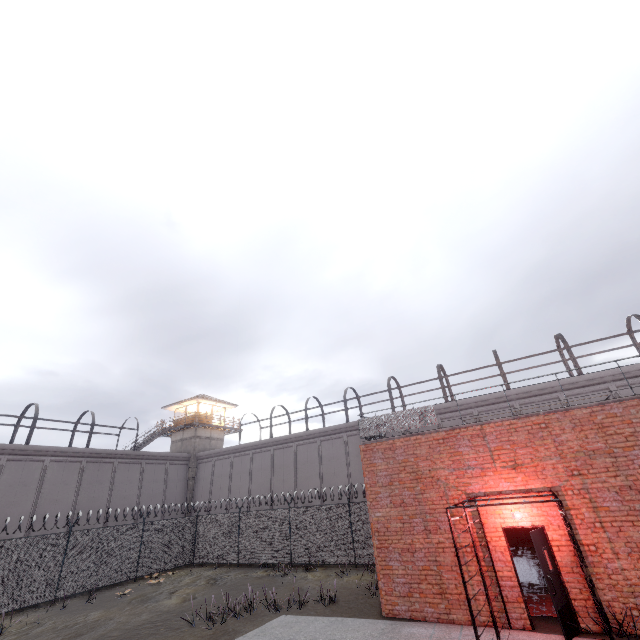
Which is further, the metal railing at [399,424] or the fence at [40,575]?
the fence at [40,575]

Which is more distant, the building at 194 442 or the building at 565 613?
the building at 194 442

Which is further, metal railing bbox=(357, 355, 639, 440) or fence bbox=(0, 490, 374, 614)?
fence bbox=(0, 490, 374, 614)

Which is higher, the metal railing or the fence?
the metal railing

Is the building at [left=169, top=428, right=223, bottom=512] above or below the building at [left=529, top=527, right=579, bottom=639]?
above

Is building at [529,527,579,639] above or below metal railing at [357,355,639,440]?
below

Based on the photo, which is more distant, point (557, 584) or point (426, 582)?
point (426, 582)

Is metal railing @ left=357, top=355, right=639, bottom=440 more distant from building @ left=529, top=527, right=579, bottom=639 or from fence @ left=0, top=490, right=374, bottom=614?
building @ left=529, top=527, right=579, bottom=639
